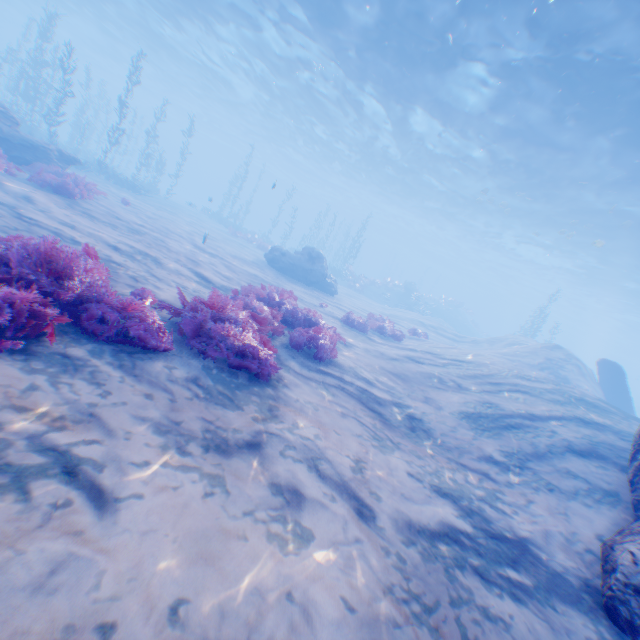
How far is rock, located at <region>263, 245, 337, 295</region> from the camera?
19.1 meters

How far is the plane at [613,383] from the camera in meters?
17.0 m

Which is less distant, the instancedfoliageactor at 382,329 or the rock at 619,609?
the rock at 619,609

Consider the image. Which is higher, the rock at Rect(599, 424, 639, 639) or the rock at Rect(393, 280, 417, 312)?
the rock at Rect(393, 280, 417, 312)

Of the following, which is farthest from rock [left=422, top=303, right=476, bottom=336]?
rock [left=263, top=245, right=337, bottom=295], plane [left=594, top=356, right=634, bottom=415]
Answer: rock [left=263, top=245, right=337, bottom=295]

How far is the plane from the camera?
16.97m

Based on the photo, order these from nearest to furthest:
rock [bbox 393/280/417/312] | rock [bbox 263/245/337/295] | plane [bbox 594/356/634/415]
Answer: plane [bbox 594/356/634/415]
rock [bbox 263/245/337/295]
rock [bbox 393/280/417/312]

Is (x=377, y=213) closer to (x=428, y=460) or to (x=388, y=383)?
(x=388, y=383)
